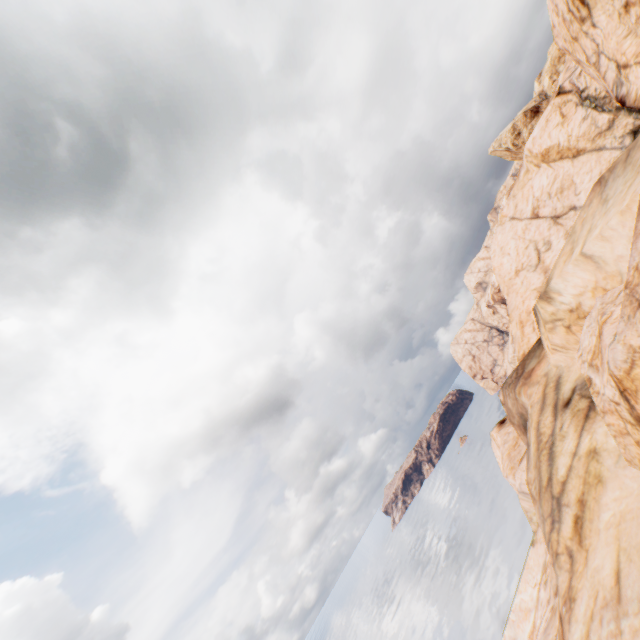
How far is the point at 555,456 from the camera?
8.8m
